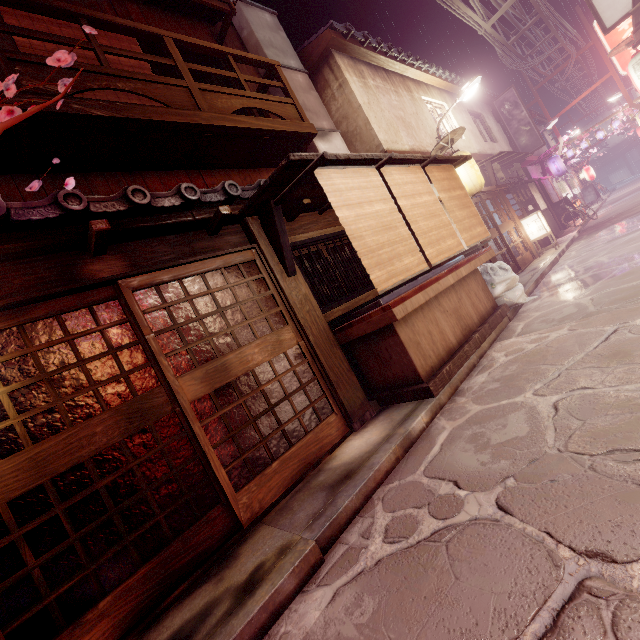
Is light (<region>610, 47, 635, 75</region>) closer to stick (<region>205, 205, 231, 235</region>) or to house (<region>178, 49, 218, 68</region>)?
house (<region>178, 49, 218, 68</region>)

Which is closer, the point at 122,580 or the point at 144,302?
the point at 122,580

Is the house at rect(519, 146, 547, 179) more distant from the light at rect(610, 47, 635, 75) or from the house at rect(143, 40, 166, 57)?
the house at rect(143, 40, 166, 57)

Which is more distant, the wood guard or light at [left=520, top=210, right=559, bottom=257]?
light at [left=520, top=210, right=559, bottom=257]

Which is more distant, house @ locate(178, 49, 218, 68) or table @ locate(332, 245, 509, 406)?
house @ locate(178, 49, 218, 68)

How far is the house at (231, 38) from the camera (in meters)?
12.88

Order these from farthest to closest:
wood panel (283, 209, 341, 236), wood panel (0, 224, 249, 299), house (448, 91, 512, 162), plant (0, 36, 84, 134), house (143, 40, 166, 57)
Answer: house (448, 91, 512, 162) < house (143, 40, 166, 57) < wood panel (283, 209, 341, 236) < wood panel (0, 224, 249, 299) < plant (0, 36, 84, 134)

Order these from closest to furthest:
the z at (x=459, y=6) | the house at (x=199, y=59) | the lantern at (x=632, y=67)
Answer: the house at (x=199, y=59) < the lantern at (x=632, y=67) < the z at (x=459, y=6)
